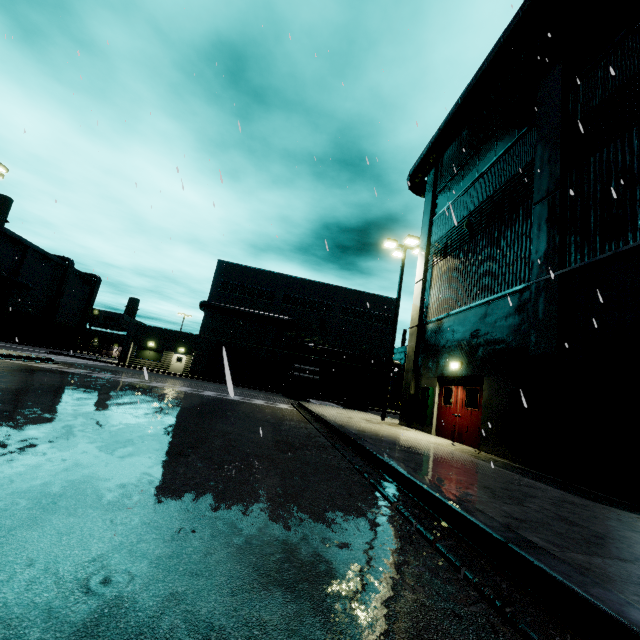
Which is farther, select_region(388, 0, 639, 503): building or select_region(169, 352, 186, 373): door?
select_region(169, 352, 186, 373): door

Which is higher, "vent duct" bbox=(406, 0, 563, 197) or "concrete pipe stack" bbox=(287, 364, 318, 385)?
"vent duct" bbox=(406, 0, 563, 197)

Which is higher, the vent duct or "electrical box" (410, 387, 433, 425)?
the vent duct

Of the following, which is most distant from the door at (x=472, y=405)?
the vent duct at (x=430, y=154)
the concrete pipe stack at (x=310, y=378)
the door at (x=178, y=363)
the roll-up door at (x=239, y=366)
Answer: the door at (x=178, y=363)

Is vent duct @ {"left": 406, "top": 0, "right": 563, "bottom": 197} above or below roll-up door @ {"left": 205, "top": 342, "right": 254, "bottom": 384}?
above

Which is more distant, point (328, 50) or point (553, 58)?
point (553, 58)

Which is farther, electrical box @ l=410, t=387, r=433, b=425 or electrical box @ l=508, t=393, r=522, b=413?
electrical box @ l=410, t=387, r=433, b=425

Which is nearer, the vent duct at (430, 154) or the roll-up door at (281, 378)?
the vent duct at (430, 154)
